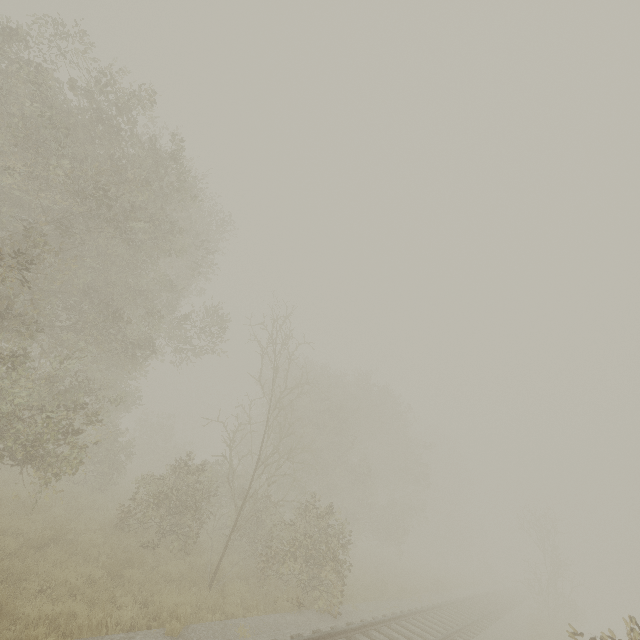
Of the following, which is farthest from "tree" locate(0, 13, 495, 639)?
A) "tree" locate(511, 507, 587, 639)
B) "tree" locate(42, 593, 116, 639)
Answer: "tree" locate(511, 507, 587, 639)

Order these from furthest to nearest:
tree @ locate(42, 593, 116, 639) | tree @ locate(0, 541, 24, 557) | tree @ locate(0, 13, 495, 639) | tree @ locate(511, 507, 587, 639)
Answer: tree @ locate(511, 507, 587, 639) → tree @ locate(0, 13, 495, 639) → tree @ locate(0, 541, 24, 557) → tree @ locate(42, 593, 116, 639)

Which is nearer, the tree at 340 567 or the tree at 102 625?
the tree at 102 625

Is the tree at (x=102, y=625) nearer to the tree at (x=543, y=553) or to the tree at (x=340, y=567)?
the tree at (x=340, y=567)

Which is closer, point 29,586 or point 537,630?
point 29,586

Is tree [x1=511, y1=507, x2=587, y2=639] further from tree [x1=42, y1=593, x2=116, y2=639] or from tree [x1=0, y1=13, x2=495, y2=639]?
tree [x1=42, y1=593, x2=116, y2=639]

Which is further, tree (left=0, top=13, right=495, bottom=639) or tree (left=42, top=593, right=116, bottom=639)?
tree (left=0, top=13, right=495, bottom=639)
